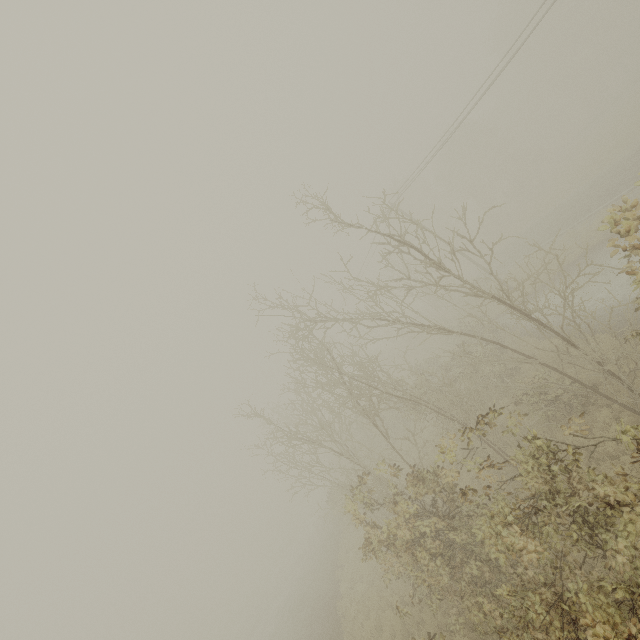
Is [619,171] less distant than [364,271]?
Yes
